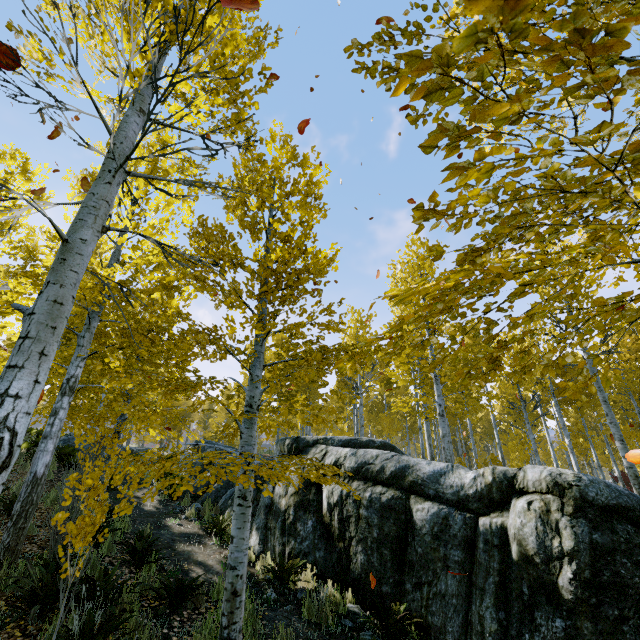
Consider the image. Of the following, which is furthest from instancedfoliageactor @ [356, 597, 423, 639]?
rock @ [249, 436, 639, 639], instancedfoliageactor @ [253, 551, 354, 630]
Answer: instancedfoliageactor @ [253, 551, 354, 630]

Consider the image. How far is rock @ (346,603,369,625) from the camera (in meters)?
5.31

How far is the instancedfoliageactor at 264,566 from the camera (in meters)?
5.17

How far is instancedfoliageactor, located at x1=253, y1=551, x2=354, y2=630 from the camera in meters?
5.2 m

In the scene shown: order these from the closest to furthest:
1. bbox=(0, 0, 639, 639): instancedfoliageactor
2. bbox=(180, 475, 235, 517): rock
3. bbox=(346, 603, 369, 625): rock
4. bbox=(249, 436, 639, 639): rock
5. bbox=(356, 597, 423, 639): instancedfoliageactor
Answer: bbox=(0, 0, 639, 639): instancedfoliageactor < bbox=(249, 436, 639, 639): rock < bbox=(356, 597, 423, 639): instancedfoliageactor < bbox=(346, 603, 369, 625): rock < bbox=(180, 475, 235, 517): rock

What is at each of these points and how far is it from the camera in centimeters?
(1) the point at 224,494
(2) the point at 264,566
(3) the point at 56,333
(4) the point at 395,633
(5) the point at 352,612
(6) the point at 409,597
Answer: (1) rock, 1159cm
(2) instancedfoliageactor, 630cm
(3) instancedfoliageactor, 236cm
(4) instancedfoliageactor, 481cm
(5) rock, 546cm
(6) rock, 546cm

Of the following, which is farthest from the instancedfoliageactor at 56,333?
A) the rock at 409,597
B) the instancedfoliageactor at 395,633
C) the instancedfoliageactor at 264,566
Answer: the instancedfoliageactor at 264,566
